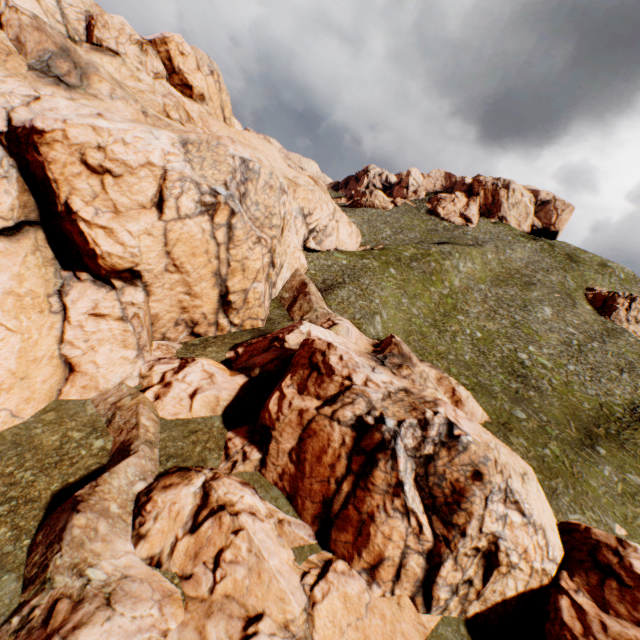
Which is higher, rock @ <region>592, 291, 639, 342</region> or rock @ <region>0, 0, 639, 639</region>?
rock @ <region>592, 291, 639, 342</region>

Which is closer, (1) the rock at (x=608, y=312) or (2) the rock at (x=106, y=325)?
(2) the rock at (x=106, y=325)

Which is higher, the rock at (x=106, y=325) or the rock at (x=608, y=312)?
the rock at (x=608, y=312)

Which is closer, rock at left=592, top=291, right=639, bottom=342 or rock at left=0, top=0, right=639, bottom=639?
rock at left=0, top=0, right=639, bottom=639

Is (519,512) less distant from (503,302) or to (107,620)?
(107,620)
